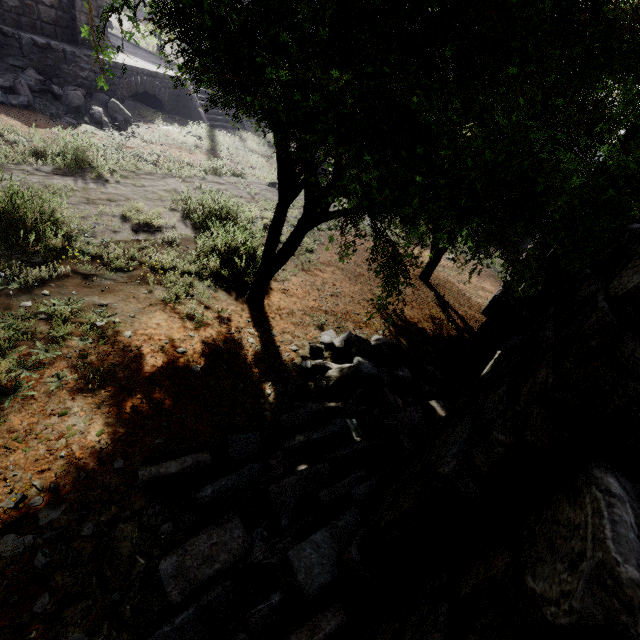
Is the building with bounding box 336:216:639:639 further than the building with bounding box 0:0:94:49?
No

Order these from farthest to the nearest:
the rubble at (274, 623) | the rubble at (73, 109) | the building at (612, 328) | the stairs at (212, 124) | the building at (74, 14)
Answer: the stairs at (212, 124) → the building at (74, 14) → the rubble at (73, 109) → the rubble at (274, 623) → the building at (612, 328)

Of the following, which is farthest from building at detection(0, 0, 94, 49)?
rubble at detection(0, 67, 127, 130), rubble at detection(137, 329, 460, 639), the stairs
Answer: the stairs

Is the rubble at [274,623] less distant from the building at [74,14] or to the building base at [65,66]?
the building at [74,14]

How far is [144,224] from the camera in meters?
7.0 m

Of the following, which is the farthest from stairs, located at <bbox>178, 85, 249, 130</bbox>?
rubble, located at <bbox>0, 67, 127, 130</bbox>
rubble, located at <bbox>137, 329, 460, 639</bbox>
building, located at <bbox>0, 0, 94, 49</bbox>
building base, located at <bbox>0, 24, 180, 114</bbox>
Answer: rubble, located at <bbox>137, 329, 460, 639</bbox>

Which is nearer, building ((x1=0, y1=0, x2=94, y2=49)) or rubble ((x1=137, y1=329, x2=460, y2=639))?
rubble ((x1=137, y1=329, x2=460, y2=639))
